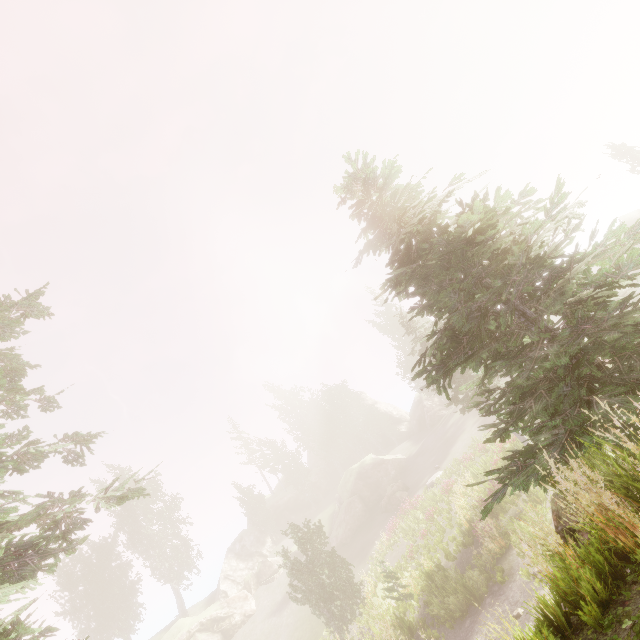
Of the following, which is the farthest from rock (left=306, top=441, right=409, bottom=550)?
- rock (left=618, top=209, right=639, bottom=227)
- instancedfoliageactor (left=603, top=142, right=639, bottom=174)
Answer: rock (left=618, top=209, right=639, bottom=227)

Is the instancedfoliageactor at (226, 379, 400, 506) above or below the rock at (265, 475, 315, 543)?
above

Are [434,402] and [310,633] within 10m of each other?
no

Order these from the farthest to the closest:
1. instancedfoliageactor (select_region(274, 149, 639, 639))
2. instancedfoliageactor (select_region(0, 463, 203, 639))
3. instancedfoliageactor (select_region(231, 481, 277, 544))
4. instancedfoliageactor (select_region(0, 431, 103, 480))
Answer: instancedfoliageactor (select_region(231, 481, 277, 544)), instancedfoliageactor (select_region(0, 431, 103, 480)), instancedfoliageactor (select_region(0, 463, 203, 639)), instancedfoliageactor (select_region(274, 149, 639, 639))

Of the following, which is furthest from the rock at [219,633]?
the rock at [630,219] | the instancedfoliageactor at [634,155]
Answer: the rock at [630,219]

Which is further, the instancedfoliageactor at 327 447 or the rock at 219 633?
the instancedfoliageactor at 327 447

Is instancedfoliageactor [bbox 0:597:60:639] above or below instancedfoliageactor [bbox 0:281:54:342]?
below
